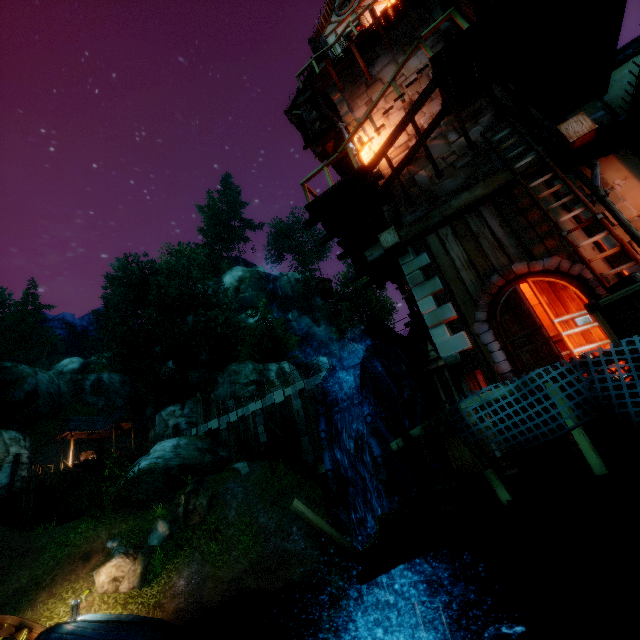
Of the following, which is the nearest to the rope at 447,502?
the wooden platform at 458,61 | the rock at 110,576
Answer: the wooden platform at 458,61

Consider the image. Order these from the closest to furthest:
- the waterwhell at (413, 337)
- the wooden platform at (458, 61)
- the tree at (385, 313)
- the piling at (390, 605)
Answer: the wooden platform at (458, 61) → the piling at (390, 605) → the waterwhell at (413, 337) → the tree at (385, 313)

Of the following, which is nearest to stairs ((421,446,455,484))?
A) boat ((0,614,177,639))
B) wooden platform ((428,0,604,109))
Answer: wooden platform ((428,0,604,109))

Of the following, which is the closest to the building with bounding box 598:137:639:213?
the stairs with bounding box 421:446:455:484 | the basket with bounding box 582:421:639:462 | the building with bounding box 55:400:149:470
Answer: the basket with bounding box 582:421:639:462

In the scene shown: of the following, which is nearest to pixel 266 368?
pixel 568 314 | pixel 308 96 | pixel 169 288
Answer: pixel 169 288

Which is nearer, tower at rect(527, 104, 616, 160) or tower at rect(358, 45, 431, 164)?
tower at rect(527, 104, 616, 160)

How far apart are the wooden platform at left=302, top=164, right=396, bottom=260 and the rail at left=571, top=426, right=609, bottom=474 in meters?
6.6

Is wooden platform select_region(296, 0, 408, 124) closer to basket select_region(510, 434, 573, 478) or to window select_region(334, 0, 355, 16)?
window select_region(334, 0, 355, 16)
